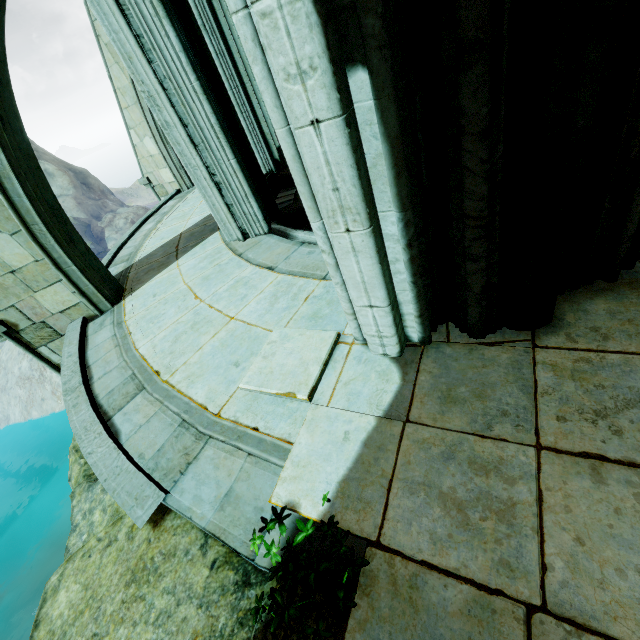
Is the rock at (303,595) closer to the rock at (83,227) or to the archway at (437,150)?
the archway at (437,150)

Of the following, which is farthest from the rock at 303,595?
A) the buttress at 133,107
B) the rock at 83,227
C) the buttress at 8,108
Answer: the rock at 83,227

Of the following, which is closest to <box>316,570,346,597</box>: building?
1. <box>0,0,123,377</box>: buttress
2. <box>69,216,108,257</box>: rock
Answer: <box>0,0,123,377</box>: buttress

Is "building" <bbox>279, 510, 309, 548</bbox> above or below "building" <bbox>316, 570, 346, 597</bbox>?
above

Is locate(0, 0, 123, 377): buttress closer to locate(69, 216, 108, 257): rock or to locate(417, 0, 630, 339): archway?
locate(417, 0, 630, 339): archway

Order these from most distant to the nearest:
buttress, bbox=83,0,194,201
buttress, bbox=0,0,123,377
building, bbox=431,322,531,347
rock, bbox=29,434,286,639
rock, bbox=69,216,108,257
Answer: rock, bbox=69,216,108,257 → buttress, bbox=83,0,194,201 → buttress, bbox=0,0,123,377 → building, bbox=431,322,531,347 → rock, bbox=29,434,286,639

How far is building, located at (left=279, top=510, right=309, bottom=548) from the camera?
2.05m

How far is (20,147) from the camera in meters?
4.2
